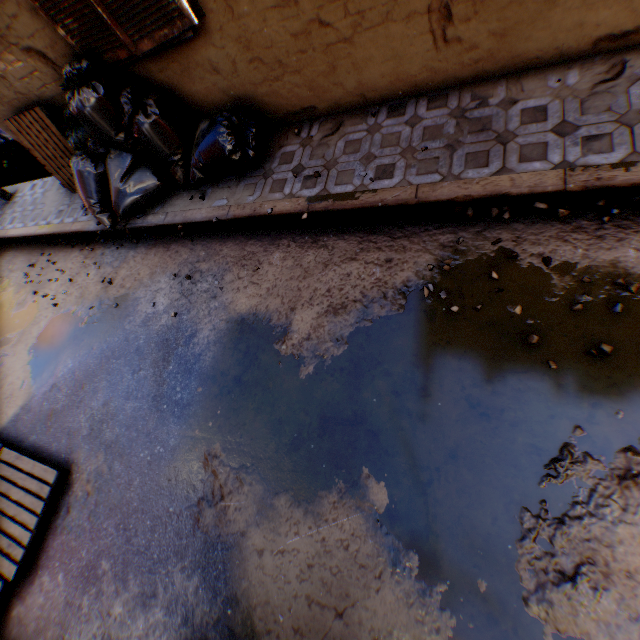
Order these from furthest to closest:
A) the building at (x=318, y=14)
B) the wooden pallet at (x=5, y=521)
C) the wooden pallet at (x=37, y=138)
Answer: the wooden pallet at (x=37, y=138), the wooden pallet at (x=5, y=521), the building at (x=318, y=14)

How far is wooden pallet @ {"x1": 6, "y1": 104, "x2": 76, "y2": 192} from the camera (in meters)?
4.66

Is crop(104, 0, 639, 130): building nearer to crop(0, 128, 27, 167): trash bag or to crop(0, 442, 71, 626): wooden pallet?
crop(0, 128, 27, 167): trash bag

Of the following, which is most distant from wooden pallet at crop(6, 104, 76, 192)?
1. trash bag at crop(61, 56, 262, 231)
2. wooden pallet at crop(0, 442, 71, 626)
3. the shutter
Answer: wooden pallet at crop(0, 442, 71, 626)

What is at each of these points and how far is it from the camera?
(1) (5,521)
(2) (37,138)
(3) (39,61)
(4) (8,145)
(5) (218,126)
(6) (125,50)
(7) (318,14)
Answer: (1) wooden pallet, 3.5m
(2) wooden pallet, 5.0m
(3) building, 4.0m
(4) trash bag, 7.5m
(5) trash bag, 3.7m
(6) shutter, 3.5m
(7) building, 2.9m

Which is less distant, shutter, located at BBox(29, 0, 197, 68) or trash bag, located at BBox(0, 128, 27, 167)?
shutter, located at BBox(29, 0, 197, 68)

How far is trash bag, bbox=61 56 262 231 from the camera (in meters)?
3.75

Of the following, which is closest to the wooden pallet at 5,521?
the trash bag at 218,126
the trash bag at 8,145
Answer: the trash bag at 218,126
